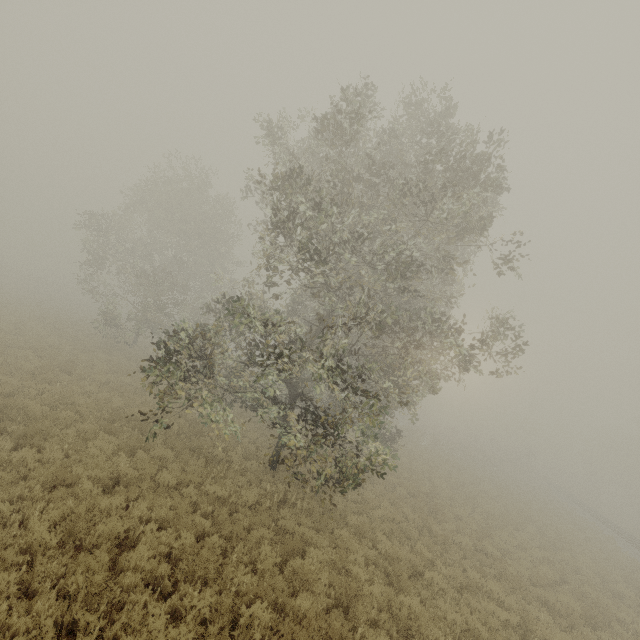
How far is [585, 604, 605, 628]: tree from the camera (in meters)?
10.92

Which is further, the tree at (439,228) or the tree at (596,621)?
the tree at (596,621)

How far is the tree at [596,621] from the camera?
10.9 meters

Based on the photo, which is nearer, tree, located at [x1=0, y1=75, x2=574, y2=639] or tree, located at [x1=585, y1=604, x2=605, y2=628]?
tree, located at [x1=0, y1=75, x2=574, y2=639]

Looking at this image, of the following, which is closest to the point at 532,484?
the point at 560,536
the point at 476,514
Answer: the point at 560,536
